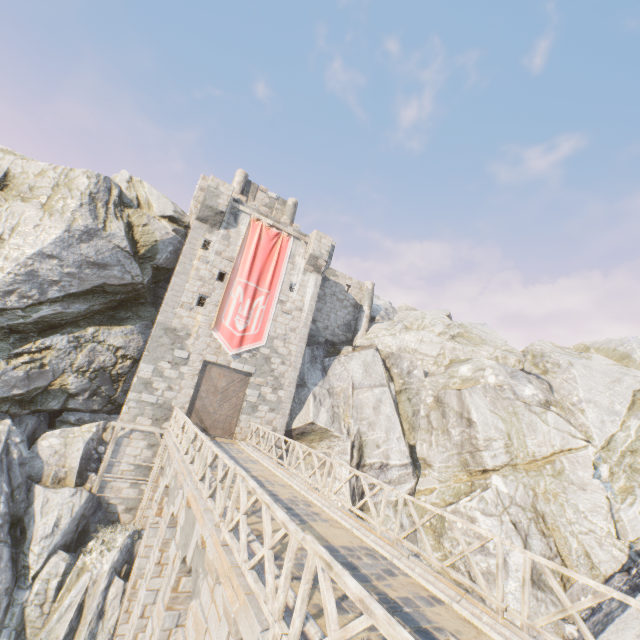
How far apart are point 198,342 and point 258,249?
7.0 meters

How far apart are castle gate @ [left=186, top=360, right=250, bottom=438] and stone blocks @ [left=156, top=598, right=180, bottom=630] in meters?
9.6 m

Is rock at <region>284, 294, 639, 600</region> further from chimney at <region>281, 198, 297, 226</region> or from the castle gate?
chimney at <region>281, 198, 297, 226</region>

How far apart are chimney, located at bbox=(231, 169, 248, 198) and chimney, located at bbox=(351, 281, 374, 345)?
11.89m

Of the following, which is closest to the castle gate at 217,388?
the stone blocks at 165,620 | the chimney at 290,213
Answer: the stone blocks at 165,620

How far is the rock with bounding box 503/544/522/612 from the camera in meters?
14.3 m

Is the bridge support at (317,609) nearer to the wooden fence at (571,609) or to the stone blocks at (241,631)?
the stone blocks at (241,631)

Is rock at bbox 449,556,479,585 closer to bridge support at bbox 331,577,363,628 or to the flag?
bridge support at bbox 331,577,363,628
